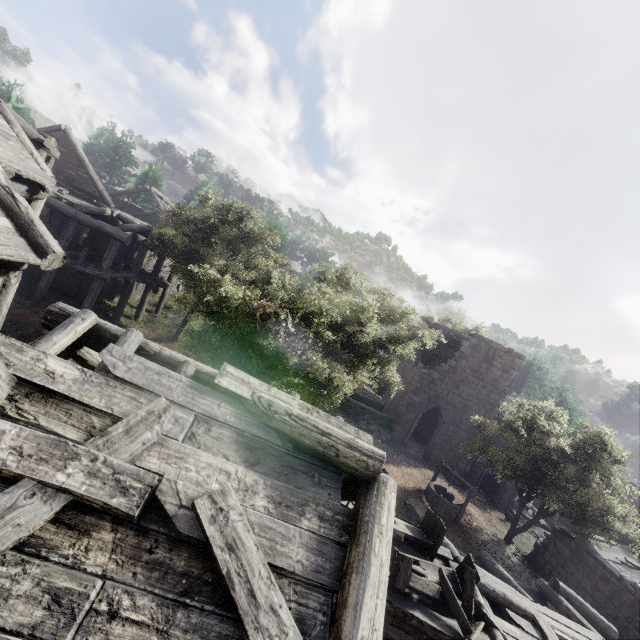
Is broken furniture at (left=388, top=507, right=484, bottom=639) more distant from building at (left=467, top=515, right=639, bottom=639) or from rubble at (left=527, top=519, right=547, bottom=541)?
rubble at (left=527, top=519, right=547, bottom=541)

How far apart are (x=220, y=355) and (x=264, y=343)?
1.96m

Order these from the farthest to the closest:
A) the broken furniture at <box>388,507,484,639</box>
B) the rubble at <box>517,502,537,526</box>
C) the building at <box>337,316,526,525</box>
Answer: the rubble at <box>517,502,537,526</box> → the building at <box>337,316,526,525</box> → the broken furniture at <box>388,507,484,639</box>

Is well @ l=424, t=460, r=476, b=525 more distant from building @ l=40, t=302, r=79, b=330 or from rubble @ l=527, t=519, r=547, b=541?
rubble @ l=527, t=519, r=547, b=541

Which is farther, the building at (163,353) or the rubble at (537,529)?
the rubble at (537,529)

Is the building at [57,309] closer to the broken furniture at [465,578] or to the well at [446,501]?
the broken furniture at [465,578]

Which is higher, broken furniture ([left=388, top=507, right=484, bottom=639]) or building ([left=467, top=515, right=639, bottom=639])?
broken furniture ([left=388, top=507, right=484, bottom=639])

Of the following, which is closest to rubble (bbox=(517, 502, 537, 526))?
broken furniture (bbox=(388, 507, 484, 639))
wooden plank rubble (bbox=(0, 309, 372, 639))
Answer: broken furniture (bbox=(388, 507, 484, 639))
